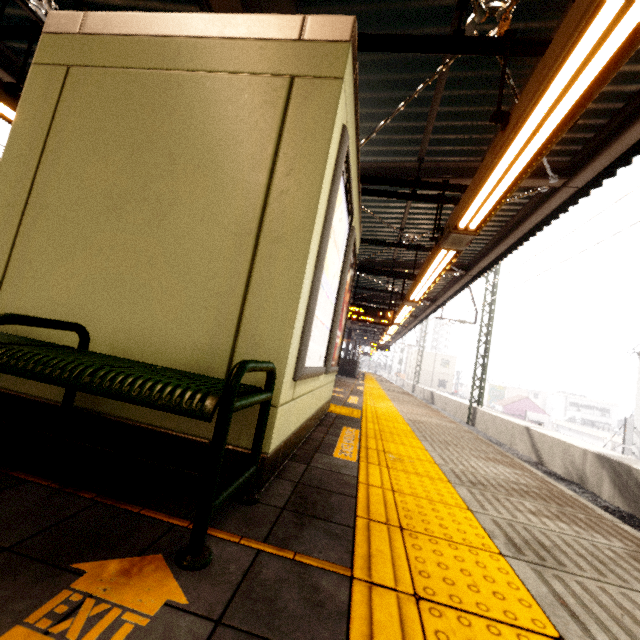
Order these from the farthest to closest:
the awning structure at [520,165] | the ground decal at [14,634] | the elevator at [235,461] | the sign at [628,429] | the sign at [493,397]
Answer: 1. the sign at [493,397]
2. the sign at [628,429]
3. the awning structure at [520,165]
4. the elevator at [235,461]
5. the ground decal at [14,634]

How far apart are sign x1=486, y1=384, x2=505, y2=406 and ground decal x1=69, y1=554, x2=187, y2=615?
59.34m

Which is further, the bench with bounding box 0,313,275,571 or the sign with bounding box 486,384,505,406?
the sign with bounding box 486,384,505,406

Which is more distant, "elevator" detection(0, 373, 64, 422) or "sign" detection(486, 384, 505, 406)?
"sign" detection(486, 384, 505, 406)

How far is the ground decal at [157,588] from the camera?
0.9 meters

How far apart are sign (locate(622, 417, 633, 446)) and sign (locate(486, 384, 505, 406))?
33.2 meters

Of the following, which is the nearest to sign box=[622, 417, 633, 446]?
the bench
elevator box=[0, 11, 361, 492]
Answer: elevator box=[0, 11, 361, 492]

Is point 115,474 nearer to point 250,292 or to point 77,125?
point 250,292
